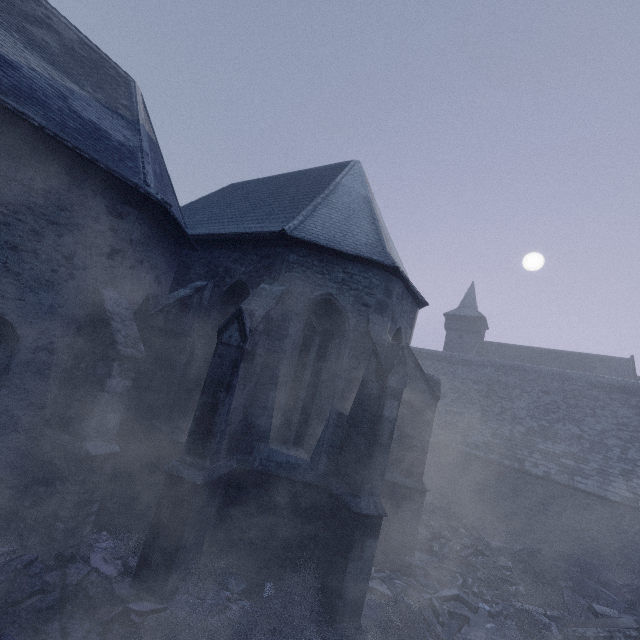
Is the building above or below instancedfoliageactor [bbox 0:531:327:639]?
above

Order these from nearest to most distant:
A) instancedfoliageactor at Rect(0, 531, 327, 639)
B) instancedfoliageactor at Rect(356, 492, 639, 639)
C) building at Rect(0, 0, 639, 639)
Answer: instancedfoliageactor at Rect(0, 531, 327, 639)
building at Rect(0, 0, 639, 639)
instancedfoliageactor at Rect(356, 492, 639, 639)

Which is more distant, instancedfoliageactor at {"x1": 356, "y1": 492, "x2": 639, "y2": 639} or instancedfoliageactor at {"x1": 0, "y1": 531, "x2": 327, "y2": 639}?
instancedfoliageactor at {"x1": 356, "y1": 492, "x2": 639, "y2": 639}

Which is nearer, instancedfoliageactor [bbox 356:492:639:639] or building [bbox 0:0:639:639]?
building [bbox 0:0:639:639]

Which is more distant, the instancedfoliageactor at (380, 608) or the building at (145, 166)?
the instancedfoliageactor at (380, 608)

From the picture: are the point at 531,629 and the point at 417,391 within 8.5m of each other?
yes
